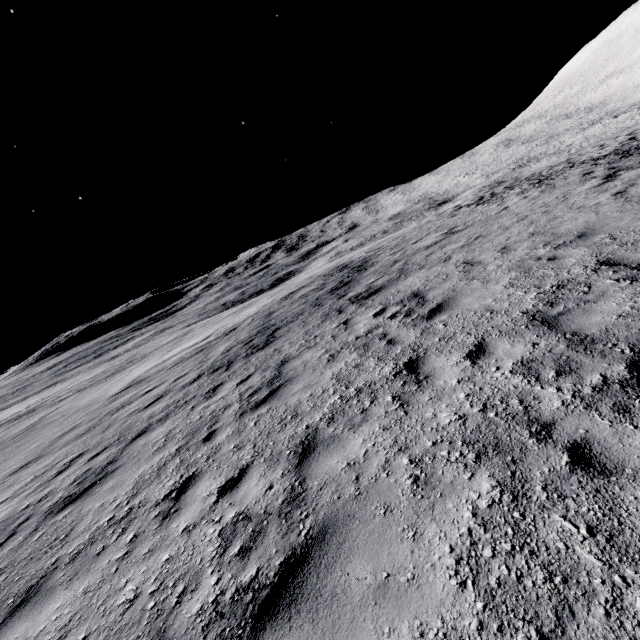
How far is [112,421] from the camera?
10.4 meters
